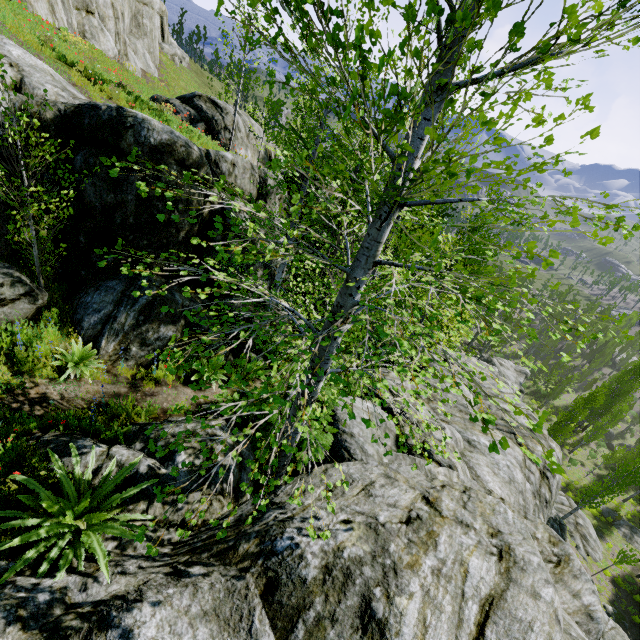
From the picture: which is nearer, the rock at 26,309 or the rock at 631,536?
the rock at 26,309

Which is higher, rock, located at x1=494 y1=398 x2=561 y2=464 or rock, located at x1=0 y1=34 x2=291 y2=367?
rock, located at x1=0 y1=34 x2=291 y2=367

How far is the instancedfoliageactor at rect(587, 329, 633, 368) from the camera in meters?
3.3

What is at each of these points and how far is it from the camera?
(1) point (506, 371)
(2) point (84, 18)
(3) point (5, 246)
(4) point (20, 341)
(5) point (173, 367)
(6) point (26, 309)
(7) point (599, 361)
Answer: (1) rock, 46.25m
(2) rock, 18.70m
(3) rock, 6.70m
(4) instancedfoliageactor, 5.77m
(5) instancedfoliageactor, 3.07m
(6) rock, 5.98m
(7) instancedfoliageactor, 59.28m

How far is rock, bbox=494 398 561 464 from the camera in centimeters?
1142cm

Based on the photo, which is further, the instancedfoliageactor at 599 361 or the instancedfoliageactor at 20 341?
the instancedfoliageactor at 20 341

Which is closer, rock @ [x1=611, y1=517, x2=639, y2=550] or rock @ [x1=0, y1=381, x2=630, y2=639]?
rock @ [x1=0, y1=381, x2=630, y2=639]

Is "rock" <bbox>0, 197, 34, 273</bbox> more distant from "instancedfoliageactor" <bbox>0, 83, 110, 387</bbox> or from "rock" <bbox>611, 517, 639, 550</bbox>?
"rock" <bbox>611, 517, 639, 550</bbox>
